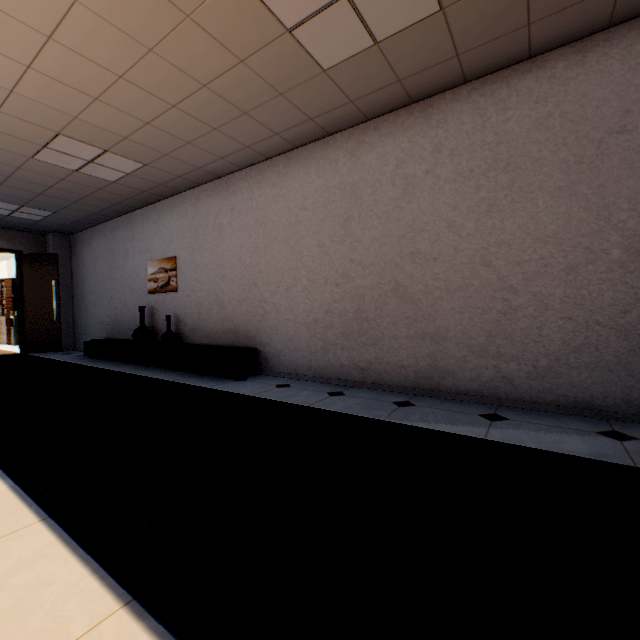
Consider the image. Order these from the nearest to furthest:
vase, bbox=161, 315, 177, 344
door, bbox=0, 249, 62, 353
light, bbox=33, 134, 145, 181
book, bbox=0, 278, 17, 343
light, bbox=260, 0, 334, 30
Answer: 1. light, bbox=260, 0, 334, 30
2. light, bbox=33, 134, 145, 181
3. vase, bbox=161, 315, 177, 344
4. door, bbox=0, 249, 62, 353
5. book, bbox=0, 278, 17, 343

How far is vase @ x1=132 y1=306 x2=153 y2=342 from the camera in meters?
5.9

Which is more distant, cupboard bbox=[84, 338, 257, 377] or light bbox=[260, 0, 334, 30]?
cupboard bbox=[84, 338, 257, 377]

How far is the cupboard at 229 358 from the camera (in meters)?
4.42

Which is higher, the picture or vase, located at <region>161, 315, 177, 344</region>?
the picture

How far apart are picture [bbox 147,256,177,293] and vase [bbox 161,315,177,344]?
0.5 meters

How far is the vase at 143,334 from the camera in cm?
592

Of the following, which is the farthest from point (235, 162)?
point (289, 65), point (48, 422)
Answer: point (48, 422)
